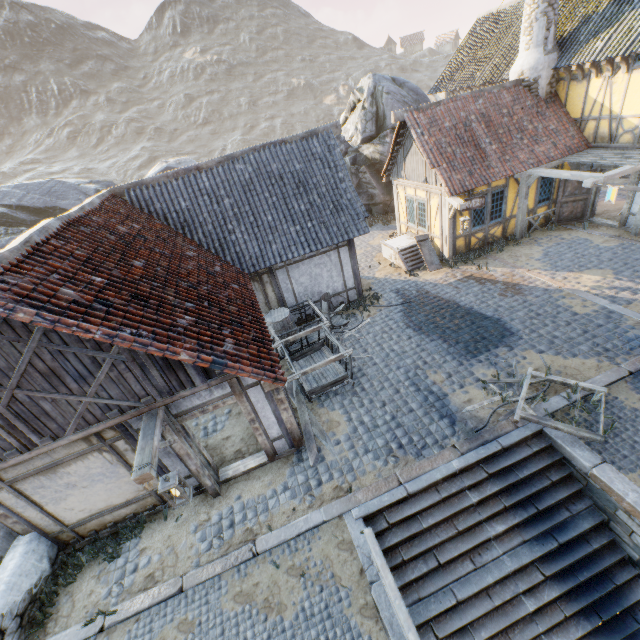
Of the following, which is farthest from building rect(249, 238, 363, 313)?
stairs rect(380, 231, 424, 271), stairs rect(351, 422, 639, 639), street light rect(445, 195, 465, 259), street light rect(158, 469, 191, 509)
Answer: street light rect(445, 195, 465, 259)

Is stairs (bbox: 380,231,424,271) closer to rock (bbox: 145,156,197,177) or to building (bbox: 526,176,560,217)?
building (bbox: 526,176,560,217)

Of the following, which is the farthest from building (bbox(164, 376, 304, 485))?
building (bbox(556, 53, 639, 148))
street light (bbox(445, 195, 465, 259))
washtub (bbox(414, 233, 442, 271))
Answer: building (bbox(556, 53, 639, 148))

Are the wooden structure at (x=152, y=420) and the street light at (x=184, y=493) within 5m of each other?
yes

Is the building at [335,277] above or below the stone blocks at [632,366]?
above

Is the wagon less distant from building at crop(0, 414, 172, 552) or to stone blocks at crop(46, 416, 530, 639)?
Result: building at crop(0, 414, 172, 552)

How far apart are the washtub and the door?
5.47m

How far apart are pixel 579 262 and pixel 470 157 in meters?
5.6
